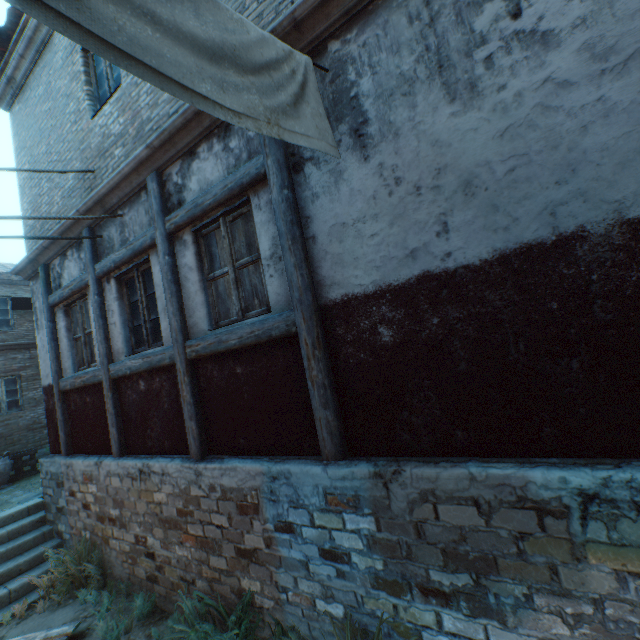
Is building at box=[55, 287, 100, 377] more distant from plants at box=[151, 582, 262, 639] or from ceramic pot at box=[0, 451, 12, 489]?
ceramic pot at box=[0, 451, 12, 489]

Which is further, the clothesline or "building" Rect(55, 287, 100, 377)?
"building" Rect(55, 287, 100, 377)

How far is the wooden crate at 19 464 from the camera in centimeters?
924cm

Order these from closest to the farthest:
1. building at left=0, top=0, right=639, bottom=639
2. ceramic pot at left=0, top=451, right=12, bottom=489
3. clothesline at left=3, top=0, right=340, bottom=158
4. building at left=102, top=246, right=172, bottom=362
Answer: clothesline at left=3, top=0, right=340, bottom=158 < building at left=0, top=0, right=639, bottom=639 < building at left=102, top=246, right=172, bottom=362 < ceramic pot at left=0, top=451, right=12, bottom=489

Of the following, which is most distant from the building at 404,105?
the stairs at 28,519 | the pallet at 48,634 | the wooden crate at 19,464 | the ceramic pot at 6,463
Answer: the ceramic pot at 6,463

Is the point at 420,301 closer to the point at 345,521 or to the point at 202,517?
the point at 345,521

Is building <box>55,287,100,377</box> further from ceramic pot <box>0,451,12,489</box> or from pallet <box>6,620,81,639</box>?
ceramic pot <box>0,451,12,489</box>
